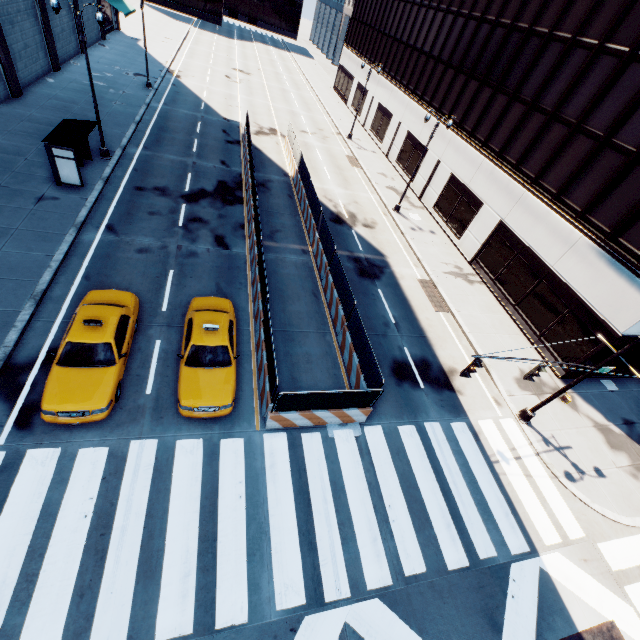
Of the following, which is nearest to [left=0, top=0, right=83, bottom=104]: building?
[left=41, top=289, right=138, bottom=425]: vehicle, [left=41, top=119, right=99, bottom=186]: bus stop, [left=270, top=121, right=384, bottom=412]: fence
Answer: [left=41, top=119, right=99, bottom=186]: bus stop

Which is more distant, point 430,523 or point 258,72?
point 258,72

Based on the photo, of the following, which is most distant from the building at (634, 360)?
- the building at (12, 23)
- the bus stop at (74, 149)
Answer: the building at (12, 23)

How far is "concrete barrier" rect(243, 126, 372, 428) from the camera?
11.36m

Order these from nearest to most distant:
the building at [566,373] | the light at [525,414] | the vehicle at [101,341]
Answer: the vehicle at [101,341] → the light at [525,414] → the building at [566,373]

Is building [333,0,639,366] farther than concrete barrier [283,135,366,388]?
Yes

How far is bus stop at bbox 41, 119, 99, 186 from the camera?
16.1 meters

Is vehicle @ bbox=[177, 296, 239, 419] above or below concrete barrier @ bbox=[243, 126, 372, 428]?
above
